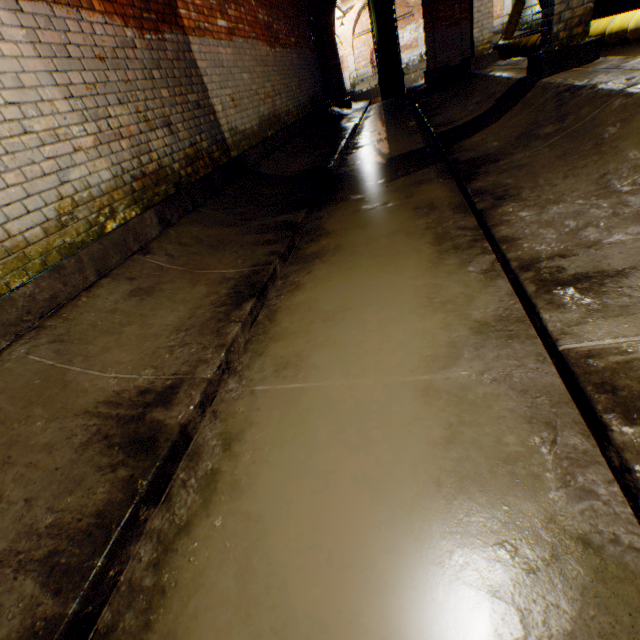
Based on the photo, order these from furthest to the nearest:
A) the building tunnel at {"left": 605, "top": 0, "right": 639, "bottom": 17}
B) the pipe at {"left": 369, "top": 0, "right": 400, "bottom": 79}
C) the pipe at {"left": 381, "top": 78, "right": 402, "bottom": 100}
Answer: the pipe at {"left": 381, "top": 78, "right": 402, "bottom": 100}
the pipe at {"left": 369, "top": 0, "right": 400, "bottom": 79}
the building tunnel at {"left": 605, "top": 0, "right": 639, "bottom": 17}

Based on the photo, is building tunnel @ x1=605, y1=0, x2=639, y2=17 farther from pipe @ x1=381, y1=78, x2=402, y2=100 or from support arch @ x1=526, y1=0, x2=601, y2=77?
pipe @ x1=381, y1=78, x2=402, y2=100

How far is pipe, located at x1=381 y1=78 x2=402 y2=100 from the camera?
15.6m

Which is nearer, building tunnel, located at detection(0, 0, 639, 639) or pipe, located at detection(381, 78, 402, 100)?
building tunnel, located at detection(0, 0, 639, 639)

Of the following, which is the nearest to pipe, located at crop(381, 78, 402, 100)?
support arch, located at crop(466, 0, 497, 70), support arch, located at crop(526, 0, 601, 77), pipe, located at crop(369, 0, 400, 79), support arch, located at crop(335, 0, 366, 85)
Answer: pipe, located at crop(369, 0, 400, 79)

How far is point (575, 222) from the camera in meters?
1.9 m

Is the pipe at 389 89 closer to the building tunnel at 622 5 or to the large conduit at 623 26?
the building tunnel at 622 5

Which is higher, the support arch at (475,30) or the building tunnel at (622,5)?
the support arch at (475,30)
